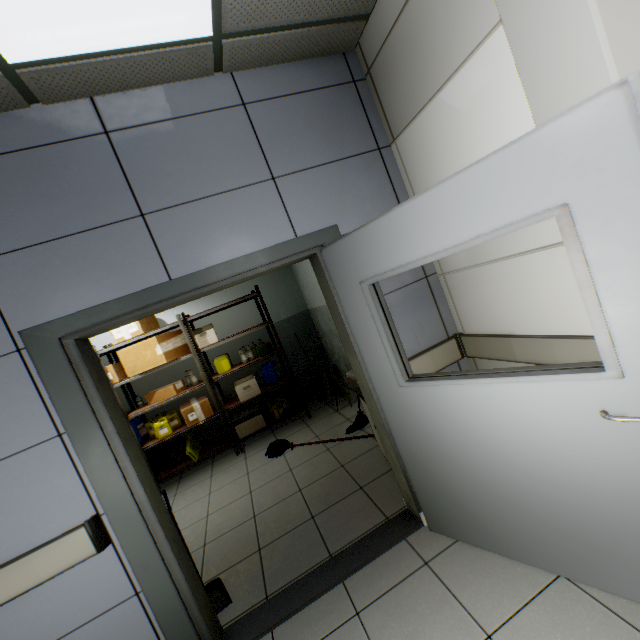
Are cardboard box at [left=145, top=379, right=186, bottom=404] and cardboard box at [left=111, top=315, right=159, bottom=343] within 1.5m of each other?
yes

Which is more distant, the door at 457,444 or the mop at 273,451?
the mop at 273,451

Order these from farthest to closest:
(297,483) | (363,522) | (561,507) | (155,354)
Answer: (155,354), (297,483), (363,522), (561,507)

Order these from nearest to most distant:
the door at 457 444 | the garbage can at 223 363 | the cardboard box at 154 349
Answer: the door at 457 444 → the cardboard box at 154 349 → the garbage can at 223 363

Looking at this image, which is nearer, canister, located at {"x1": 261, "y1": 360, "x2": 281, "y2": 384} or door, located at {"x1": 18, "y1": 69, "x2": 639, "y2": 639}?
door, located at {"x1": 18, "y1": 69, "x2": 639, "y2": 639}

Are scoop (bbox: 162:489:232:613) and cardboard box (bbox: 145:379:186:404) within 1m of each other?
no

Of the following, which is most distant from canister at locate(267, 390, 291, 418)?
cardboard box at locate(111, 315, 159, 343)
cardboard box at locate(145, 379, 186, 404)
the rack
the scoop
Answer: the scoop

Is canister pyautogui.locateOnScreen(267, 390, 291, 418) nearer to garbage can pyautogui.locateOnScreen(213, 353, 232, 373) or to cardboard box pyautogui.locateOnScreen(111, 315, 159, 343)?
garbage can pyautogui.locateOnScreen(213, 353, 232, 373)
